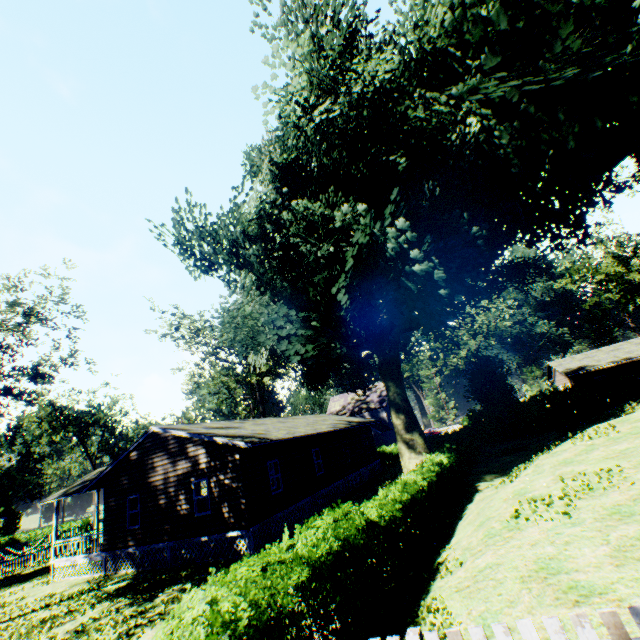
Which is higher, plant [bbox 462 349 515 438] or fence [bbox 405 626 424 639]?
plant [bbox 462 349 515 438]

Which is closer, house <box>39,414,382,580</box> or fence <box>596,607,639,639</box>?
fence <box>596,607,639,639</box>

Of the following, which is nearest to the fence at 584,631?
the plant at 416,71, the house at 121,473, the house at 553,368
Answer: the plant at 416,71

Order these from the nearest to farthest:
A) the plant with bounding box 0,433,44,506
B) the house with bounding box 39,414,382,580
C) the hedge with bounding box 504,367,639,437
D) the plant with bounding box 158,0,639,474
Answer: the plant with bounding box 158,0,639,474 → the house with bounding box 39,414,382,580 → the hedge with bounding box 504,367,639,437 → the plant with bounding box 0,433,44,506

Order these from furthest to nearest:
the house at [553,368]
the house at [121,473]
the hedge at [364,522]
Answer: the house at [553,368]
the house at [121,473]
the hedge at [364,522]

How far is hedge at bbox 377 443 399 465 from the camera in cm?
3509

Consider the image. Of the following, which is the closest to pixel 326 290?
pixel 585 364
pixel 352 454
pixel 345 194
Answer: pixel 345 194

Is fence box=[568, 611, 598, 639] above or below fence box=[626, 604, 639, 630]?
below
